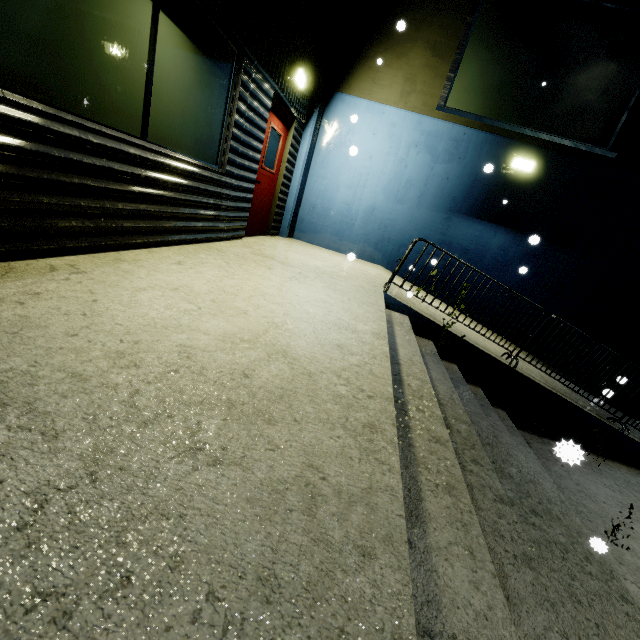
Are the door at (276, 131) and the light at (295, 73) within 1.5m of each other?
yes

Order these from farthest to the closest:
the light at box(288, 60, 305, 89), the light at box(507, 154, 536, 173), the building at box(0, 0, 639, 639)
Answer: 1. the light at box(507, 154, 536, 173)
2. the light at box(288, 60, 305, 89)
3. the building at box(0, 0, 639, 639)

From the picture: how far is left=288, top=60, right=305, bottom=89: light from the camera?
5.53m

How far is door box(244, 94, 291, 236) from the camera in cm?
584

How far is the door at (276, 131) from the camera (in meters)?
5.84

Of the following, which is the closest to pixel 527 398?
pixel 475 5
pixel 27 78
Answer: pixel 27 78

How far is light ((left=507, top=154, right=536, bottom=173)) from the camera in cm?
684

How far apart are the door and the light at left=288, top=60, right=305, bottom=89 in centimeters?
33cm
